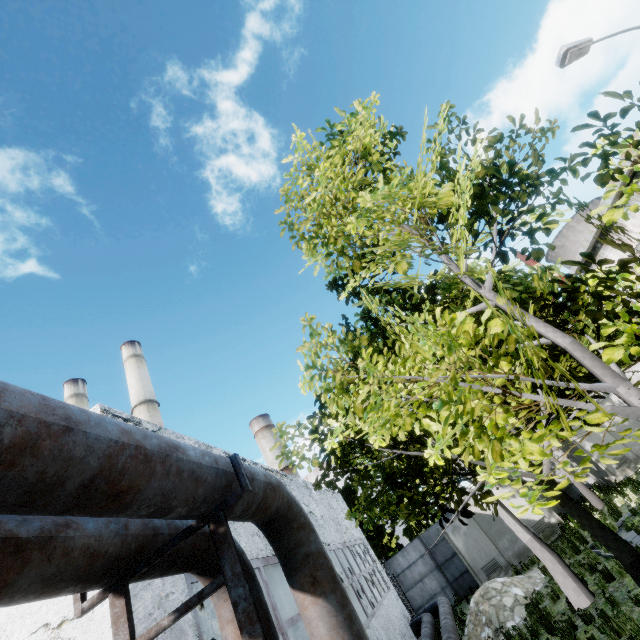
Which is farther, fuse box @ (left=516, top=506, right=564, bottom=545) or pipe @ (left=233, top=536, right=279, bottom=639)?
fuse box @ (left=516, top=506, right=564, bottom=545)

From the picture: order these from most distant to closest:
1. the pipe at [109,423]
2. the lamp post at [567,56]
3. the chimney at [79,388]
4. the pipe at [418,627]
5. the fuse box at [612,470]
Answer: the chimney at [79,388] → the fuse box at [612,470] → the pipe at [418,627] → the lamp post at [567,56] → the pipe at [109,423]

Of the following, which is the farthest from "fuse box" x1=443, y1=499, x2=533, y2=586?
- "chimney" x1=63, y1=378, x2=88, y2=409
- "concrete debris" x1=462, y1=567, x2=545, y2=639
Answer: "chimney" x1=63, y1=378, x2=88, y2=409

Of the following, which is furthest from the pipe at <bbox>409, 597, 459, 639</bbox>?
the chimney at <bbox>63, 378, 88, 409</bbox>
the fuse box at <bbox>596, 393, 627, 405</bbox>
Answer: the chimney at <bbox>63, 378, 88, 409</bbox>

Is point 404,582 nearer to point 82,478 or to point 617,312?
point 617,312

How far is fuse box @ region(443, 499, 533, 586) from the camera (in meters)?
16.33

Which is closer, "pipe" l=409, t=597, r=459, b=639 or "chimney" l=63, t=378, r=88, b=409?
"pipe" l=409, t=597, r=459, b=639

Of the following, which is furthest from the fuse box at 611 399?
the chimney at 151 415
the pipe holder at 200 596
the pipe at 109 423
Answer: the chimney at 151 415
